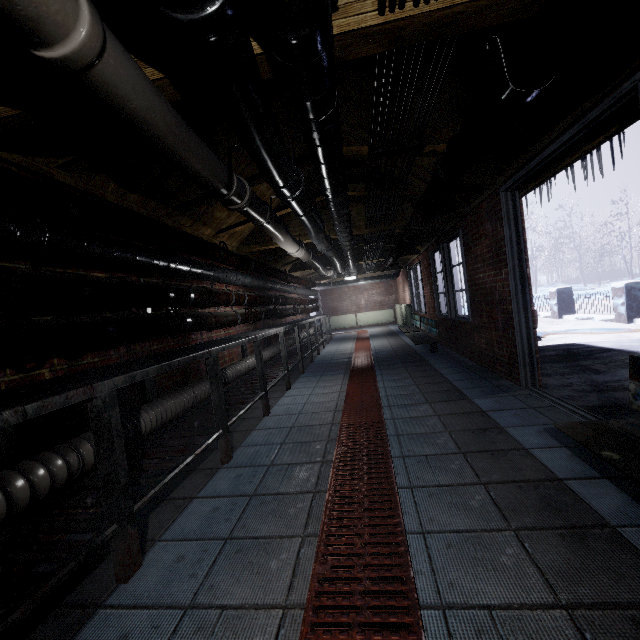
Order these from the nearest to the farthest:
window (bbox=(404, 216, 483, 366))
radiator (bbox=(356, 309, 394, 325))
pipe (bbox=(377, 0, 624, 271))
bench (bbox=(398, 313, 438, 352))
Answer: pipe (bbox=(377, 0, 624, 271)), window (bbox=(404, 216, 483, 366)), bench (bbox=(398, 313, 438, 352)), radiator (bbox=(356, 309, 394, 325))

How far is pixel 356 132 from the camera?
3.6m

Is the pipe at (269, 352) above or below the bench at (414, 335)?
above

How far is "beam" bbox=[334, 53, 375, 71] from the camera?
1.61m

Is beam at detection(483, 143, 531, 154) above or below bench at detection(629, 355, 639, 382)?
above

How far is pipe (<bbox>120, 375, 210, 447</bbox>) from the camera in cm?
201

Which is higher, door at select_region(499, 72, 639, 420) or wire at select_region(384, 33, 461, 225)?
wire at select_region(384, 33, 461, 225)

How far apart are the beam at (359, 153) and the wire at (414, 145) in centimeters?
18cm
